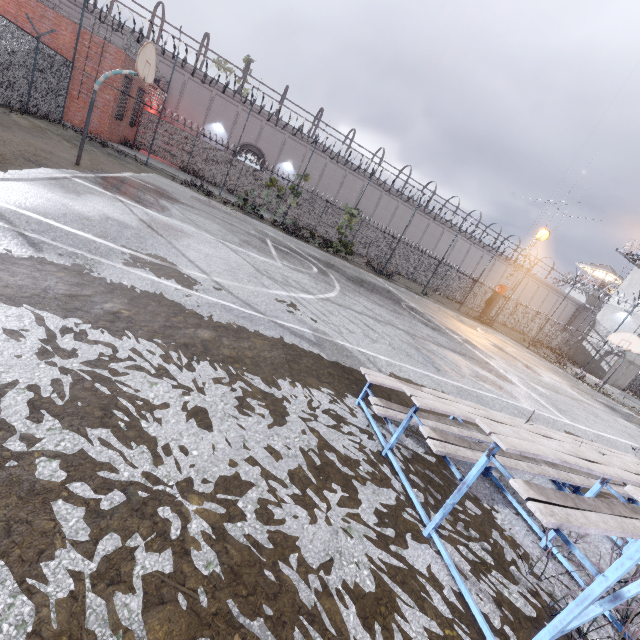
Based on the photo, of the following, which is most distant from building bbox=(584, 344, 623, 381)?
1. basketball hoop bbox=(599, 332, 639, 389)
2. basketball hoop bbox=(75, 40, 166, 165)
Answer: basketball hoop bbox=(75, 40, 166, 165)

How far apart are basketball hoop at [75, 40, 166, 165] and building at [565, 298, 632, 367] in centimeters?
3961cm

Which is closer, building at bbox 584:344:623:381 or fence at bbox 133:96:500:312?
fence at bbox 133:96:500:312

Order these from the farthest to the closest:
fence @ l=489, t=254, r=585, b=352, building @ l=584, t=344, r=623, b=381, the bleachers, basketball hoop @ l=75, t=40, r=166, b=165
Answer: building @ l=584, t=344, r=623, b=381
fence @ l=489, t=254, r=585, b=352
basketball hoop @ l=75, t=40, r=166, b=165
the bleachers

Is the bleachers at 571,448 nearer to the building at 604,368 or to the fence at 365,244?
the fence at 365,244

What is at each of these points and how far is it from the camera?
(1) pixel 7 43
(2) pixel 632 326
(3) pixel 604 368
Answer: (1) fence, 11.2m
(2) building, 29.8m
(3) building, 30.7m

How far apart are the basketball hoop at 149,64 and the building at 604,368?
39.61m

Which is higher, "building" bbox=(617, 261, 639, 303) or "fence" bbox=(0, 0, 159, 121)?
"building" bbox=(617, 261, 639, 303)
